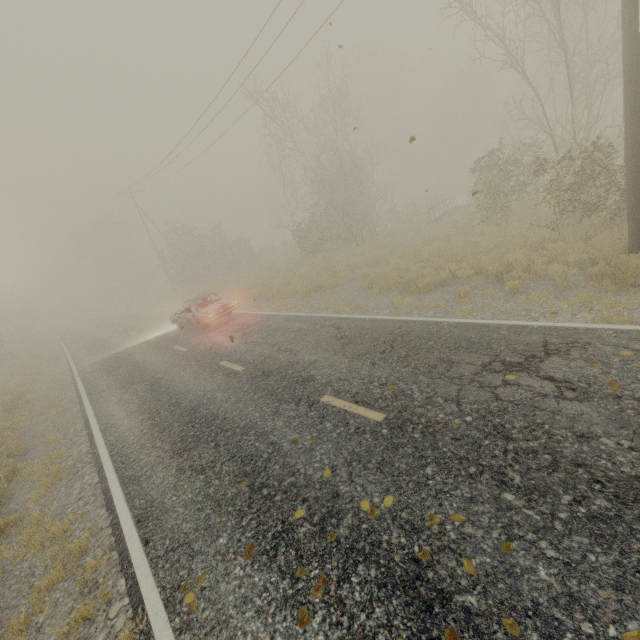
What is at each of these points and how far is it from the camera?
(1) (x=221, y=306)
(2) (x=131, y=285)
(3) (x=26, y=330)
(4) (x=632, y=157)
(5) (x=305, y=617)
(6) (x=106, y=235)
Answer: (1) car, 14.49m
(2) tree, 58.00m
(3) tree, 39.03m
(4) utility pole, 7.36m
(5) tree, 3.04m
(6) tree, 56.06m

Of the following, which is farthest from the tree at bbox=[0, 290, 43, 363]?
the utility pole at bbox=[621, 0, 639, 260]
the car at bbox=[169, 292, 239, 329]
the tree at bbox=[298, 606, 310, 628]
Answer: the utility pole at bbox=[621, 0, 639, 260]

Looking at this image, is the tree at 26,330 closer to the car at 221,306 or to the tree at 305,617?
the car at 221,306

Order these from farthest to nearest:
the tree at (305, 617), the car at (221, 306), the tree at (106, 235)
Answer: the tree at (106, 235) → the car at (221, 306) → the tree at (305, 617)

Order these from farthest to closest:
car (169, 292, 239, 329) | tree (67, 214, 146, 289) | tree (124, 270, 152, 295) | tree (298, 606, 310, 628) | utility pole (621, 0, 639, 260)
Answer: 1. tree (124, 270, 152, 295)
2. tree (67, 214, 146, 289)
3. car (169, 292, 239, 329)
4. utility pole (621, 0, 639, 260)
5. tree (298, 606, 310, 628)

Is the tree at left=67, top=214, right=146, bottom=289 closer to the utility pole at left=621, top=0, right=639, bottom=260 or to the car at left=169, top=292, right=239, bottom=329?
the car at left=169, top=292, right=239, bottom=329

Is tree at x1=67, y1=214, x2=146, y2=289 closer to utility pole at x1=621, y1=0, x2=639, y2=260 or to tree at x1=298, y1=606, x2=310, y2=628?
tree at x1=298, y1=606, x2=310, y2=628

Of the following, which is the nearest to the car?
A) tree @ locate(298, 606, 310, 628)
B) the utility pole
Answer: tree @ locate(298, 606, 310, 628)
